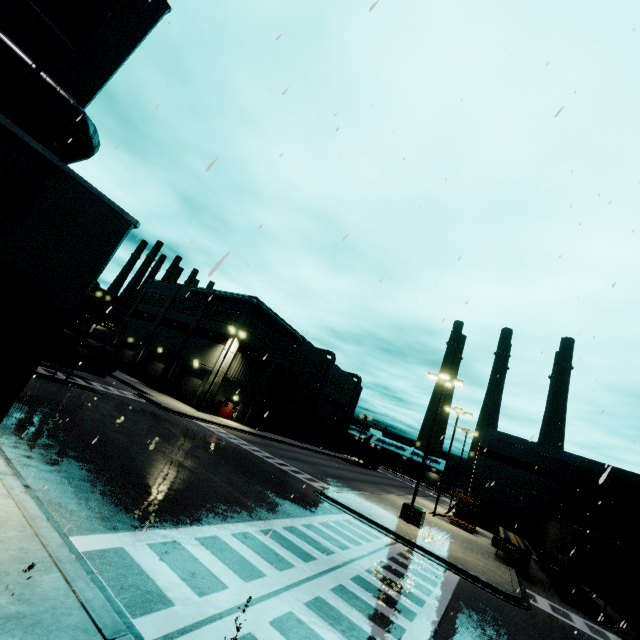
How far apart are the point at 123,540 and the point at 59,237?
6.4 meters

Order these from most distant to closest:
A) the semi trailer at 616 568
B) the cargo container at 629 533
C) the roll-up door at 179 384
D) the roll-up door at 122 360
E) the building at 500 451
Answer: the roll-up door at 122 360
the roll-up door at 179 384
the building at 500 451
the cargo container at 629 533
the semi trailer at 616 568

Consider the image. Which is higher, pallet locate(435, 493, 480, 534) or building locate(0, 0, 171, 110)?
building locate(0, 0, 171, 110)

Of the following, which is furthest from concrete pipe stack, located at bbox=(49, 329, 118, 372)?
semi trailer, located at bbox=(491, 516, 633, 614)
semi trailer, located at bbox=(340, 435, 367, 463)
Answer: semi trailer, located at bbox=(340, 435, 367, 463)

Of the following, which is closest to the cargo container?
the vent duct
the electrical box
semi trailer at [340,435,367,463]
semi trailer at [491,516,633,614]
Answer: semi trailer at [491,516,633,614]

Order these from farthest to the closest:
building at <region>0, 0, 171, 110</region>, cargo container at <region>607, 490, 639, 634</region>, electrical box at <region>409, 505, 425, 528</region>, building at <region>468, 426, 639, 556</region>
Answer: building at <region>468, 426, 639, 556</region>, electrical box at <region>409, 505, 425, 528</region>, cargo container at <region>607, 490, 639, 634</region>, building at <region>0, 0, 171, 110</region>

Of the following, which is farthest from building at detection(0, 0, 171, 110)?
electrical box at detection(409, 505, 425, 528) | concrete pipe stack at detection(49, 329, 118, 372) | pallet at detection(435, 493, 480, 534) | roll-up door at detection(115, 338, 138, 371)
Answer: electrical box at detection(409, 505, 425, 528)

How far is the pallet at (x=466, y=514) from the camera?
28.3m
